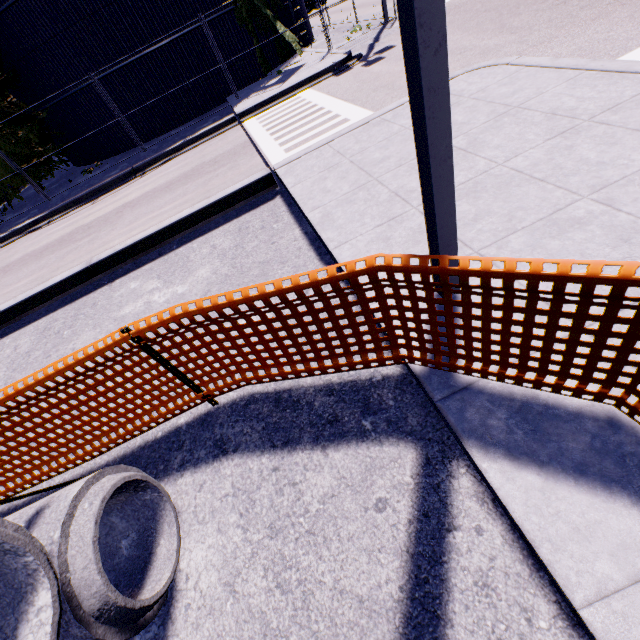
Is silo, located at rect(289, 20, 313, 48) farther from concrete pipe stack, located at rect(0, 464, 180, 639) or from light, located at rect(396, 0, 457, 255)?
light, located at rect(396, 0, 457, 255)

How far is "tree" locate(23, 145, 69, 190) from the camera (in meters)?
15.87

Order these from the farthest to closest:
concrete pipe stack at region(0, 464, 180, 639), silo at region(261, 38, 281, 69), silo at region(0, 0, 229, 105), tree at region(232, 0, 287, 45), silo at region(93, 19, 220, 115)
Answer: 1. silo at region(261, 38, 281, 69)
2. tree at region(232, 0, 287, 45)
3. silo at region(93, 19, 220, 115)
4. silo at region(0, 0, 229, 105)
5. concrete pipe stack at region(0, 464, 180, 639)

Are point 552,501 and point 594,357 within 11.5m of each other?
yes

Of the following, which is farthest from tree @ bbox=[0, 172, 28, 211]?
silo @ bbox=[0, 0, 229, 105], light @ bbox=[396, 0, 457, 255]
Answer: light @ bbox=[396, 0, 457, 255]

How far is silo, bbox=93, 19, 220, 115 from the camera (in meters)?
14.38

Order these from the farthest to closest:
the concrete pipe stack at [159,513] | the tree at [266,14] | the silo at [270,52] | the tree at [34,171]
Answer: the silo at [270,52] < the tree at [34,171] < the tree at [266,14] < the concrete pipe stack at [159,513]

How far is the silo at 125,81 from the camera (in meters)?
14.38
